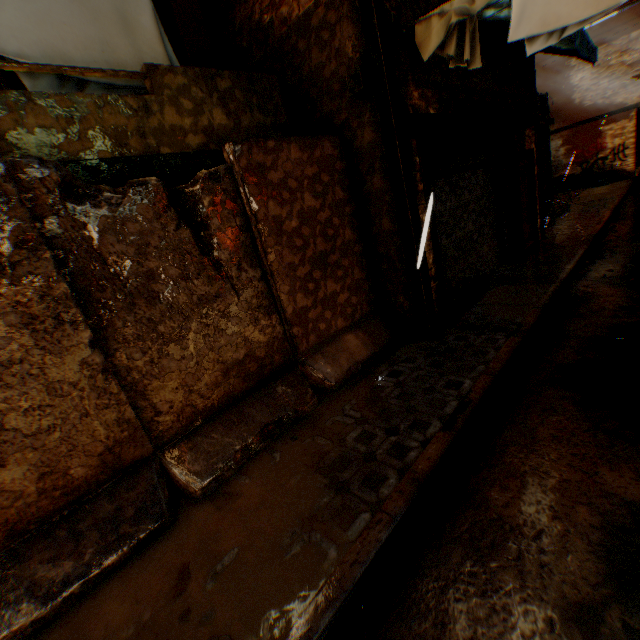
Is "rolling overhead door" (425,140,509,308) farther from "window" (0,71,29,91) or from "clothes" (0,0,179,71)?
"window" (0,71,29,91)

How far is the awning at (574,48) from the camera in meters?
5.9 m

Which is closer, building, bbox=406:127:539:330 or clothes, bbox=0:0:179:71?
clothes, bbox=0:0:179:71

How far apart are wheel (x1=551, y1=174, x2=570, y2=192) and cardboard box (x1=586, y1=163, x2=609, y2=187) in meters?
0.4

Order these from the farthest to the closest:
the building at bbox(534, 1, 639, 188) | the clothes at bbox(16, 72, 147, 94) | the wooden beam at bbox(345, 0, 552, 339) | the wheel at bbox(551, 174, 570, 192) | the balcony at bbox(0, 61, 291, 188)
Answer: the wheel at bbox(551, 174, 570, 192)
the building at bbox(534, 1, 639, 188)
the wooden beam at bbox(345, 0, 552, 339)
the clothes at bbox(16, 72, 147, 94)
the balcony at bbox(0, 61, 291, 188)

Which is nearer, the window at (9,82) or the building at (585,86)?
the window at (9,82)

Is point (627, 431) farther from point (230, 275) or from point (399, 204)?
point (230, 275)

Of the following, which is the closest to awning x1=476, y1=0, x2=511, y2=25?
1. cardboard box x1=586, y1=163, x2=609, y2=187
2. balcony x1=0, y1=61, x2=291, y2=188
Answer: balcony x1=0, y1=61, x2=291, y2=188
